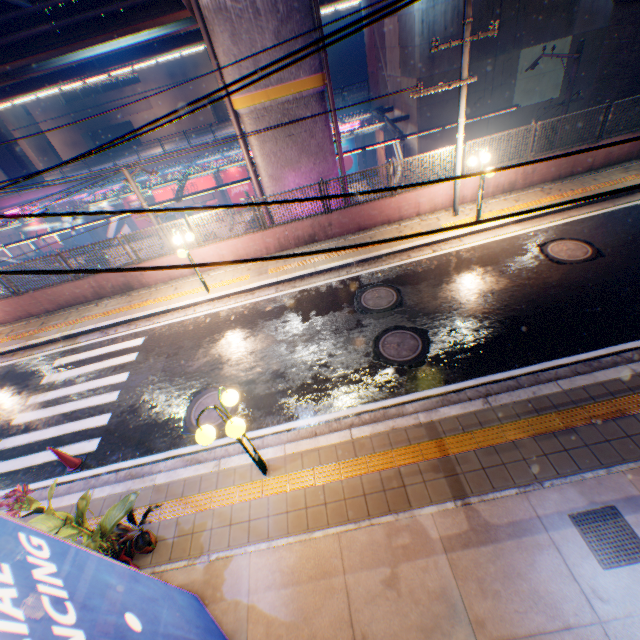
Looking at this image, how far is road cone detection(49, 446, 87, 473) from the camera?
7.12m

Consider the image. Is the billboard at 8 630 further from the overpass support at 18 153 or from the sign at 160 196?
the sign at 160 196

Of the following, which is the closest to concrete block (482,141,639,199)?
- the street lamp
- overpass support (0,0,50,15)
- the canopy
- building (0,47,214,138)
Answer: overpass support (0,0,50,15)

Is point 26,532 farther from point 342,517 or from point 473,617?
point 473,617

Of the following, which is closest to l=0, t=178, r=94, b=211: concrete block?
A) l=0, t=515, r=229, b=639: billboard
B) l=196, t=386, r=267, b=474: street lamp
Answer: l=196, t=386, r=267, b=474: street lamp

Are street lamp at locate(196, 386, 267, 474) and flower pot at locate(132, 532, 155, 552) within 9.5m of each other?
yes

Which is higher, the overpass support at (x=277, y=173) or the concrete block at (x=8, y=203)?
the overpass support at (x=277, y=173)

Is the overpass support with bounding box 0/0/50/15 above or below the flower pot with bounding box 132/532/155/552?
above
